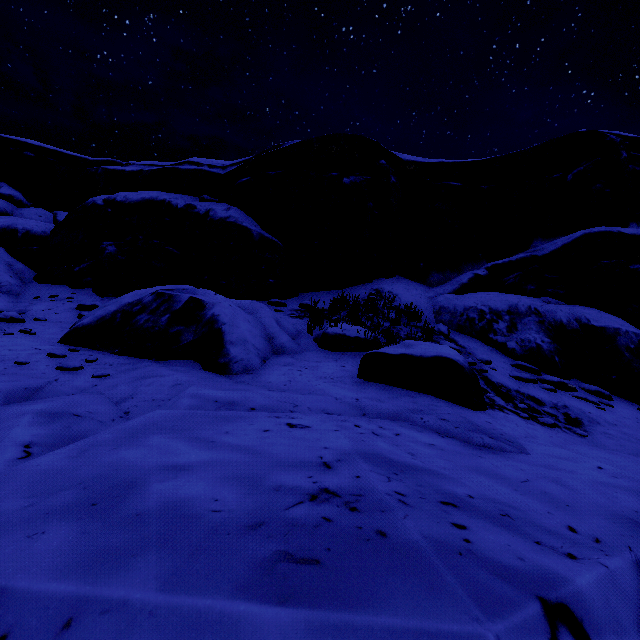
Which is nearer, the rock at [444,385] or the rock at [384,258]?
the rock at [444,385]

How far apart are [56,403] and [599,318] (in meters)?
9.15

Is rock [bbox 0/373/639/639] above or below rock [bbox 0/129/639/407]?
below

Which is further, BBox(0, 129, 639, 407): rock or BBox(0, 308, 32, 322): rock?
BBox(0, 308, 32, 322): rock

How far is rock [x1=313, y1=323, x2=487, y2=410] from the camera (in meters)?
3.91

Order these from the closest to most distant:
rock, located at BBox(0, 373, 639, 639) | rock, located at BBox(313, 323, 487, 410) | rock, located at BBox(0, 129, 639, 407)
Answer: rock, located at BBox(0, 373, 639, 639), rock, located at BBox(313, 323, 487, 410), rock, located at BBox(0, 129, 639, 407)
